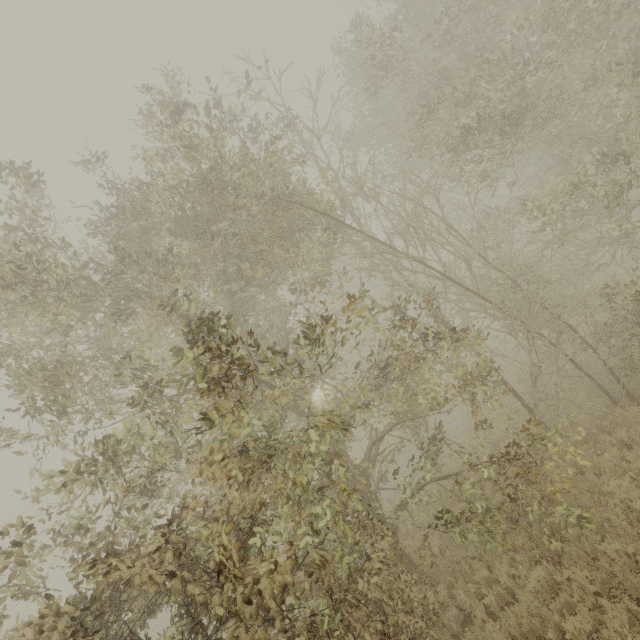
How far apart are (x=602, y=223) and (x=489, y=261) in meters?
9.2 m
